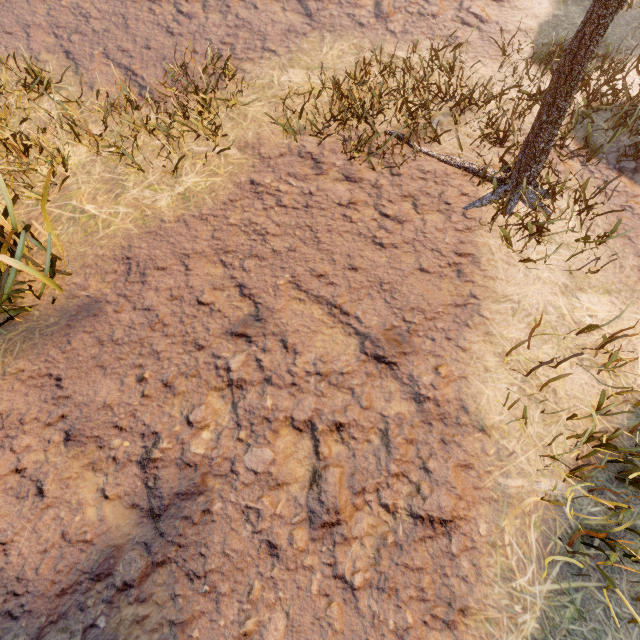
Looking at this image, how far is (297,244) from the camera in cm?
352
